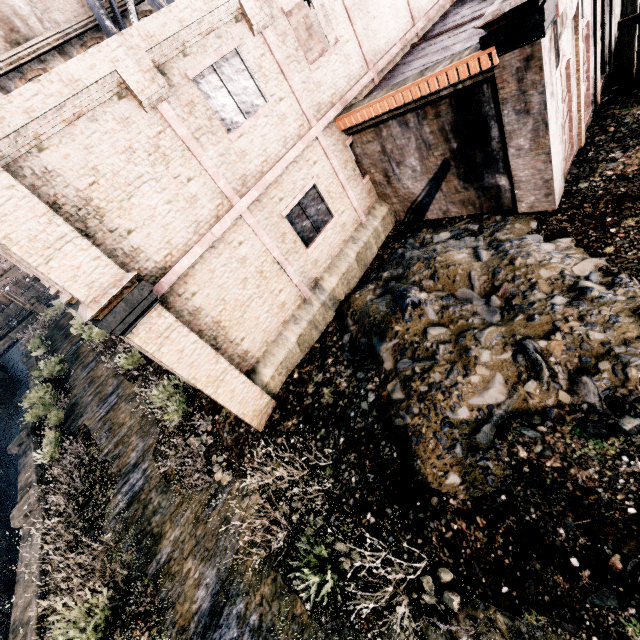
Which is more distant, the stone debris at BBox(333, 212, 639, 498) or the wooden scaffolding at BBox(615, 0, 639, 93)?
the wooden scaffolding at BBox(615, 0, 639, 93)

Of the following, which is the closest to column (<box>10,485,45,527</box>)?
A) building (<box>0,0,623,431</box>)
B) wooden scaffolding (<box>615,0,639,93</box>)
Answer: building (<box>0,0,623,431</box>)

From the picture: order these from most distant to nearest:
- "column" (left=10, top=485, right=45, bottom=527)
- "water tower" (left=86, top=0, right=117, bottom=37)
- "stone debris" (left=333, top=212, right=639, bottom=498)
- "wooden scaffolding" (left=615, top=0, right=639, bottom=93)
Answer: "water tower" (left=86, top=0, right=117, bottom=37) < "column" (left=10, top=485, right=45, bottom=527) < "wooden scaffolding" (left=615, top=0, right=639, bottom=93) < "stone debris" (left=333, top=212, right=639, bottom=498)

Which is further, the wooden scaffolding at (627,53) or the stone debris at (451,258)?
the wooden scaffolding at (627,53)

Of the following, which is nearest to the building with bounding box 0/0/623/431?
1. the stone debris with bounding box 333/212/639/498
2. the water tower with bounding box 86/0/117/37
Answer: the stone debris with bounding box 333/212/639/498

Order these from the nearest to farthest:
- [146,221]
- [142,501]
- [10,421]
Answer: [146,221], [142,501], [10,421]

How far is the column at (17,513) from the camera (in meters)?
15.17

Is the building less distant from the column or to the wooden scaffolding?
the wooden scaffolding
